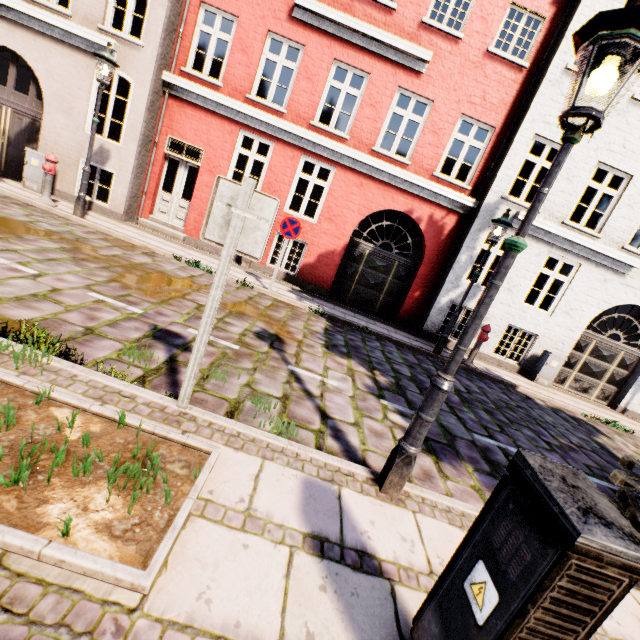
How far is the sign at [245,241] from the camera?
2.4m

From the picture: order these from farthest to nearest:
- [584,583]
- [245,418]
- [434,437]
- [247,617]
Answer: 1. [434,437]
2. [245,418]
3. [247,617]
4. [584,583]

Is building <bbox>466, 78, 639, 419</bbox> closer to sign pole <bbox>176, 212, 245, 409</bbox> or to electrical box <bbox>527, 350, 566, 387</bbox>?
sign pole <bbox>176, 212, 245, 409</bbox>

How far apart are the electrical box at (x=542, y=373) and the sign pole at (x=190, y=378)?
10.9 meters

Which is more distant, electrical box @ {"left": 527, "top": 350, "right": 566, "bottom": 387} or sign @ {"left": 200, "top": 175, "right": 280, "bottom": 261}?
electrical box @ {"left": 527, "top": 350, "right": 566, "bottom": 387}

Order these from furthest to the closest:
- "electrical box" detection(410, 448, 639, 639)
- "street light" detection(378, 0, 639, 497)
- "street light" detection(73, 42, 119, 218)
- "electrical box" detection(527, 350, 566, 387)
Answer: "electrical box" detection(527, 350, 566, 387) < "street light" detection(73, 42, 119, 218) < "street light" detection(378, 0, 639, 497) < "electrical box" detection(410, 448, 639, 639)

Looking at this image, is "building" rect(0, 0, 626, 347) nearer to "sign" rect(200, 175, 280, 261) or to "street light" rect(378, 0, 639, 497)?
"street light" rect(378, 0, 639, 497)

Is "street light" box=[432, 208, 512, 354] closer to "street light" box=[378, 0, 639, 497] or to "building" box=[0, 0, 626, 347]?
"street light" box=[378, 0, 639, 497]
